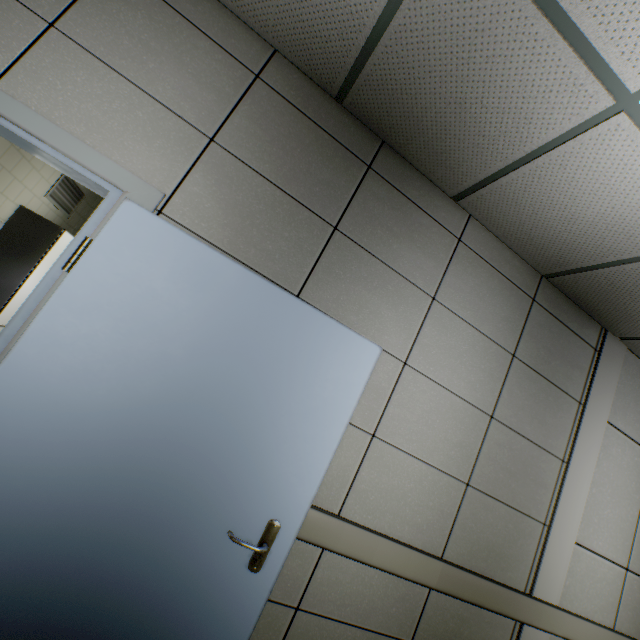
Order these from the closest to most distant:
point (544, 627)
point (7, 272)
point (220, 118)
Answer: point (220, 118)
point (544, 627)
point (7, 272)

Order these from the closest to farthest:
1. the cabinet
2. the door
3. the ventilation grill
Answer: the door → the cabinet → the ventilation grill

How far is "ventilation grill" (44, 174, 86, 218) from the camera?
4.6m

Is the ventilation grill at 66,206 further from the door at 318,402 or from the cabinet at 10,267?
the door at 318,402

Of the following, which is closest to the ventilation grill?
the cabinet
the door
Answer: the cabinet

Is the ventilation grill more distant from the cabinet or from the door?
the door

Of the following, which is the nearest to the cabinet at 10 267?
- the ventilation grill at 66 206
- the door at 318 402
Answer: the ventilation grill at 66 206
